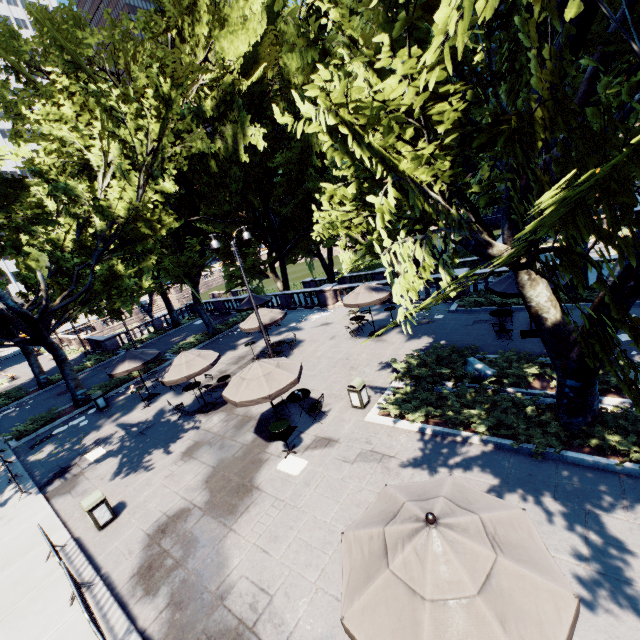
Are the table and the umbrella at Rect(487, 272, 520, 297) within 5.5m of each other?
no

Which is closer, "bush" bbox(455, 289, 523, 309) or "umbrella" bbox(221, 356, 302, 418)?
"umbrella" bbox(221, 356, 302, 418)

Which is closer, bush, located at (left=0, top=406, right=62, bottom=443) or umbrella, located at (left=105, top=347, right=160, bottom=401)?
umbrella, located at (left=105, top=347, right=160, bottom=401)

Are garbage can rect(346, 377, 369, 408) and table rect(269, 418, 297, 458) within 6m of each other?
yes

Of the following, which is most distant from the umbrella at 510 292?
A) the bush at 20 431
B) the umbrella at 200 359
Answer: the bush at 20 431

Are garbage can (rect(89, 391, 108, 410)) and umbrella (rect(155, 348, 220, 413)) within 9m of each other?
yes

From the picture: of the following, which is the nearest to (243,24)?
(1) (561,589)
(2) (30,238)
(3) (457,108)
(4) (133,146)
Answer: (4) (133,146)

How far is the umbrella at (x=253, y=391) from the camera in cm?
991
